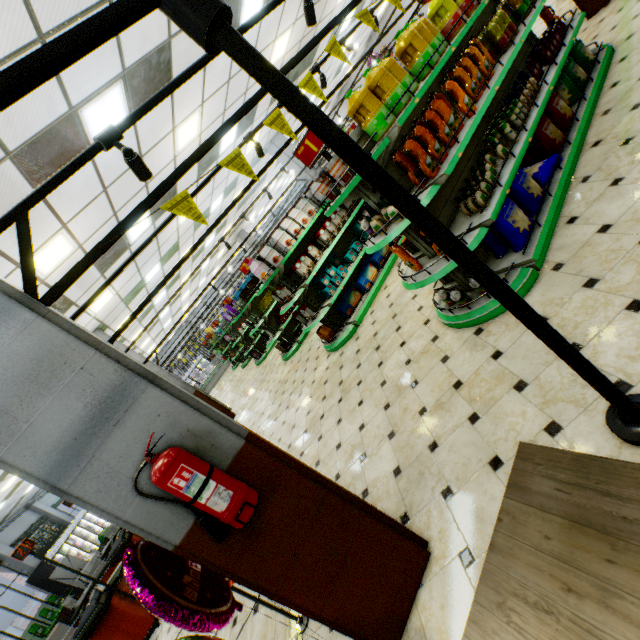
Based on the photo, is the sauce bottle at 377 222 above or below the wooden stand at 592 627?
above

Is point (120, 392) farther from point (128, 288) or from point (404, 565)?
point (128, 288)

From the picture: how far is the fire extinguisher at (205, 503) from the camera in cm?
155

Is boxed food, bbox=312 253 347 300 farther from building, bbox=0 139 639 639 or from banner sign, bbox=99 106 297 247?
banner sign, bbox=99 106 297 247

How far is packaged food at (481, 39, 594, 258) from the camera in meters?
3.2 m

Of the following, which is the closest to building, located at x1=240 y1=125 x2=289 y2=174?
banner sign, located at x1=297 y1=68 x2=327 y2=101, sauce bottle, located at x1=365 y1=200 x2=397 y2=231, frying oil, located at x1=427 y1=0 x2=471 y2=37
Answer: banner sign, located at x1=297 y1=68 x2=327 y2=101

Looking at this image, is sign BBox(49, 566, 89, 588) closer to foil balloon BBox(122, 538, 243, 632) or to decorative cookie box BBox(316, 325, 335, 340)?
decorative cookie box BBox(316, 325, 335, 340)

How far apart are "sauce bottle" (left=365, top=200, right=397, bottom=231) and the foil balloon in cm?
300
